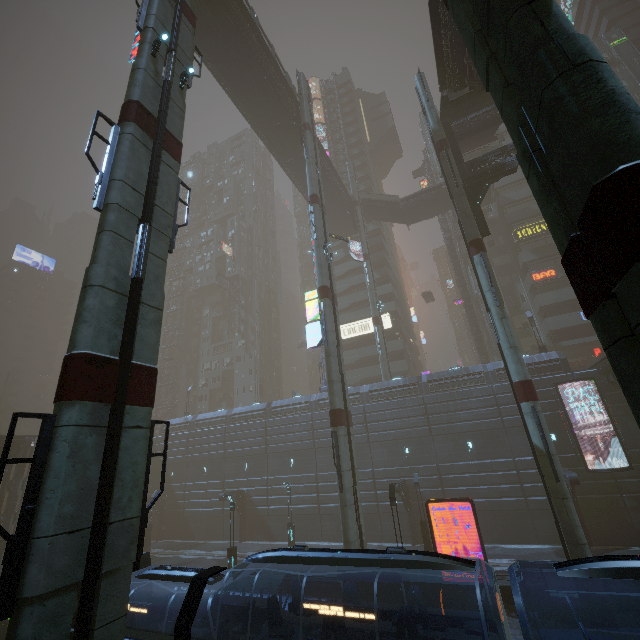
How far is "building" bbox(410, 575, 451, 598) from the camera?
17.08m

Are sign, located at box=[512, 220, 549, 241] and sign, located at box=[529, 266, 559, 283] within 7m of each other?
yes

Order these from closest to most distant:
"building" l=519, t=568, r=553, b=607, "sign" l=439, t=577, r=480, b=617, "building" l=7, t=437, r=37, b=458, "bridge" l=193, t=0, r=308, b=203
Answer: "sign" l=439, t=577, r=480, b=617 → "building" l=519, t=568, r=553, b=607 → "bridge" l=193, t=0, r=308, b=203 → "building" l=7, t=437, r=37, b=458

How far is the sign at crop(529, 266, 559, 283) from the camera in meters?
37.5

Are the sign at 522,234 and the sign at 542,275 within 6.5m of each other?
yes

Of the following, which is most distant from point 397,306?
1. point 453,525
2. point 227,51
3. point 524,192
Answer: point 227,51

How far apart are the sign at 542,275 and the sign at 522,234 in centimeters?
434cm
